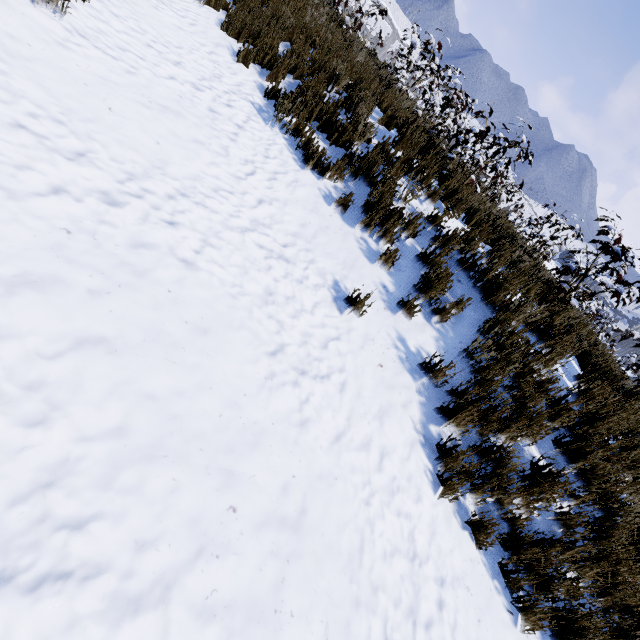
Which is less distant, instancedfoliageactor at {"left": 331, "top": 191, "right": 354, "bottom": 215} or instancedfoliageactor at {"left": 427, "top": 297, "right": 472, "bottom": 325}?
instancedfoliageactor at {"left": 427, "top": 297, "right": 472, "bottom": 325}

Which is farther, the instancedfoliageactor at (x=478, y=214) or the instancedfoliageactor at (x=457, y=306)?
the instancedfoliageactor at (x=457, y=306)

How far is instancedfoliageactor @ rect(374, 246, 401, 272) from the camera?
4.1 meters

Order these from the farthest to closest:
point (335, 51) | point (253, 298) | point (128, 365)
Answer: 1. point (335, 51)
2. point (253, 298)
3. point (128, 365)
